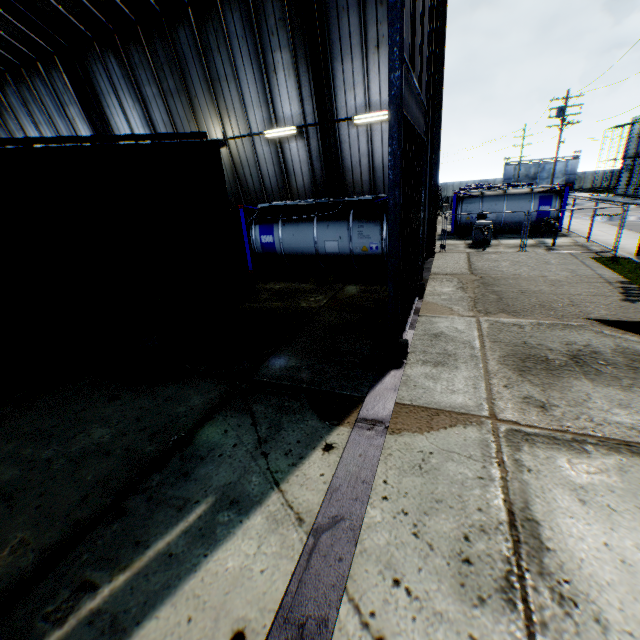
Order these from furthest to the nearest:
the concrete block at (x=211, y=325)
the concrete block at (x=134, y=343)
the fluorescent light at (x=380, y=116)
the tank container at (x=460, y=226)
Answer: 1. the tank container at (x=460, y=226)
2. the fluorescent light at (x=380, y=116)
3. the concrete block at (x=211, y=325)
4. the concrete block at (x=134, y=343)

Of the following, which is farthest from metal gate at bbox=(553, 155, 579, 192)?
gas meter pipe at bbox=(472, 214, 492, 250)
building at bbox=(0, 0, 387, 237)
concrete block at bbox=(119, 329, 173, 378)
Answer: concrete block at bbox=(119, 329, 173, 378)

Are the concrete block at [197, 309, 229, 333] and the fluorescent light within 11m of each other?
yes

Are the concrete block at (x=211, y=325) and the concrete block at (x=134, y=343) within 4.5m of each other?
yes

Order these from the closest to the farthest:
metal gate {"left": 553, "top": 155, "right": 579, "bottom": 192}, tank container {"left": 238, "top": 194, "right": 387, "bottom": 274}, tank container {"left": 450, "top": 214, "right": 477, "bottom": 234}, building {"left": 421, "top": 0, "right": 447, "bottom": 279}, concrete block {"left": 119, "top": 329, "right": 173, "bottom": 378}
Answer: concrete block {"left": 119, "top": 329, "right": 173, "bottom": 378} → building {"left": 421, "top": 0, "right": 447, "bottom": 279} → tank container {"left": 238, "top": 194, "right": 387, "bottom": 274} → tank container {"left": 450, "top": 214, "right": 477, "bottom": 234} → metal gate {"left": 553, "top": 155, "right": 579, "bottom": 192}

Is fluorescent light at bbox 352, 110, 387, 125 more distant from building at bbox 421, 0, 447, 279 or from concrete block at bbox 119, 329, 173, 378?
concrete block at bbox 119, 329, 173, 378

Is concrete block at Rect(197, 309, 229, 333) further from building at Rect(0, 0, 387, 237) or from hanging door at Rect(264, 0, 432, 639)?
building at Rect(0, 0, 387, 237)

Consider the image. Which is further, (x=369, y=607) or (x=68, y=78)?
(x=68, y=78)
